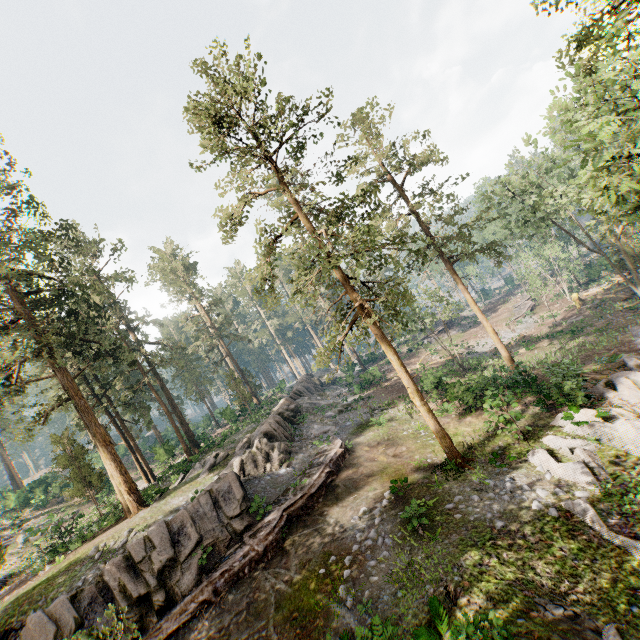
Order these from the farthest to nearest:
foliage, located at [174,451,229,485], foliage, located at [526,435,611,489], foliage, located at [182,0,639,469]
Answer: foliage, located at [174,451,229,485], foliage, located at [182,0,639,469], foliage, located at [526,435,611,489]

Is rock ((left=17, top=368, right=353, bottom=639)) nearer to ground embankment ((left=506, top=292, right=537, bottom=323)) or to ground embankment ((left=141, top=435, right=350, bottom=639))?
ground embankment ((left=141, top=435, right=350, bottom=639))

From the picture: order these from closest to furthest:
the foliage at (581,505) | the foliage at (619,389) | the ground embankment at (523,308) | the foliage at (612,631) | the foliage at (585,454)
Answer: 1. the foliage at (612,631)
2. the foliage at (581,505)
3. the foliage at (585,454)
4. the foliage at (619,389)
5. the ground embankment at (523,308)

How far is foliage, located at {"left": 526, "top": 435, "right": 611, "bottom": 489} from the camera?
12.89m

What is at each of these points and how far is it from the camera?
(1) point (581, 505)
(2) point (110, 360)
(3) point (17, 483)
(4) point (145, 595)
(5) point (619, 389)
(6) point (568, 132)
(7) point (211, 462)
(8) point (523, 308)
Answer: (1) foliage, 11.57m
(2) foliage, 22.91m
(3) foliage, 47.84m
(4) rock, 13.89m
(5) foliage, 17.53m
(6) foliage, 17.91m
(7) foliage, 24.16m
(8) ground embankment, 46.69m

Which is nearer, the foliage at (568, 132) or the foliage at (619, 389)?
the foliage at (568, 132)

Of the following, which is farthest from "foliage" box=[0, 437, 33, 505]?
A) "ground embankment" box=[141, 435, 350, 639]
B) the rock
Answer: "ground embankment" box=[141, 435, 350, 639]
